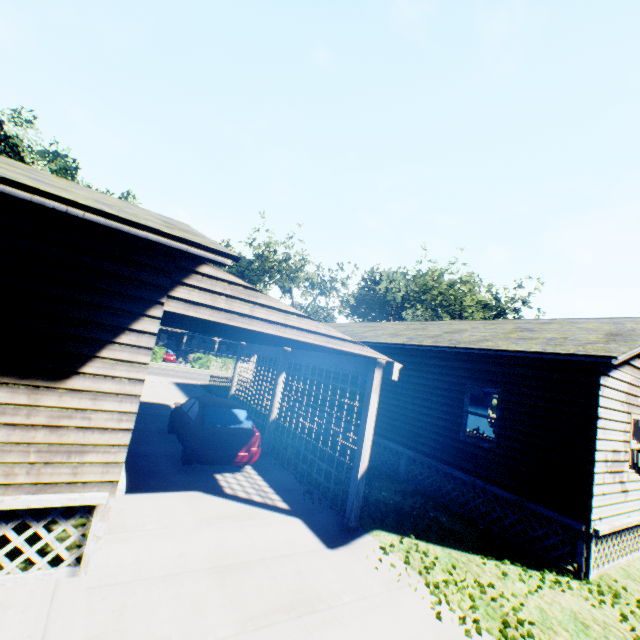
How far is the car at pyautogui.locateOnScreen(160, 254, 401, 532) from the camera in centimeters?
521cm

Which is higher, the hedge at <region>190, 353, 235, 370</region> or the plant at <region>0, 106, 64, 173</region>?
the plant at <region>0, 106, 64, 173</region>

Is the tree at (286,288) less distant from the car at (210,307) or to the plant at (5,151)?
the plant at (5,151)

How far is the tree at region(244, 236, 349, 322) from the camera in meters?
44.3 m

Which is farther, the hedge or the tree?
the tree

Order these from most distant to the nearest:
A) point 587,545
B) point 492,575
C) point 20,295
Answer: point 587,545, point 492,575, point 20,295

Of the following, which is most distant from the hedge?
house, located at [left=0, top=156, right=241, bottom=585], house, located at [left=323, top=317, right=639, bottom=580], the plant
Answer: the plant

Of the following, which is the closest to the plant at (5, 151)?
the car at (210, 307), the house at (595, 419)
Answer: the house at (595, 419)
